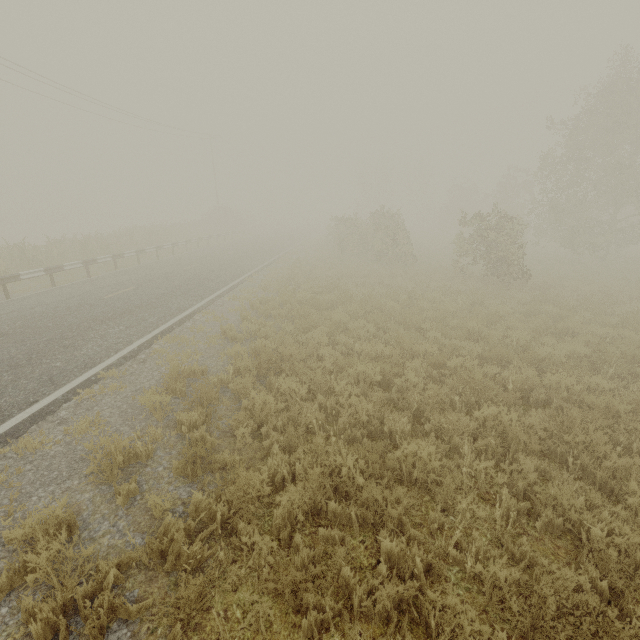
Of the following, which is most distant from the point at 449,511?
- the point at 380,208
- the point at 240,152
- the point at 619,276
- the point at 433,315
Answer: the point at 240,152
